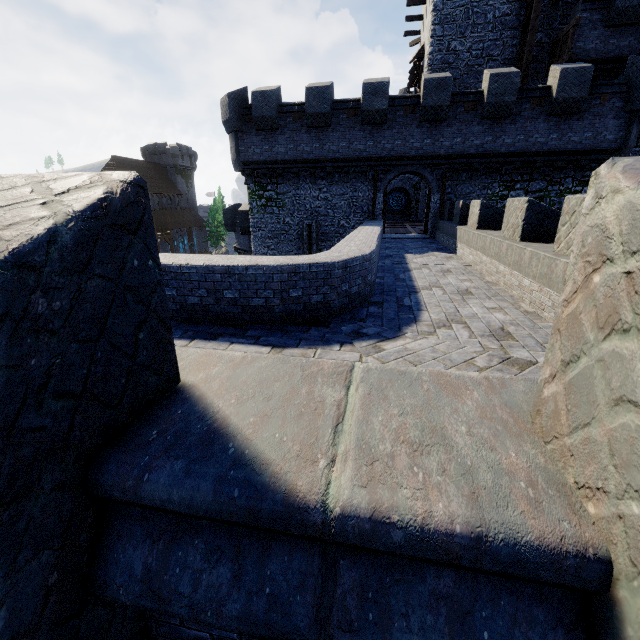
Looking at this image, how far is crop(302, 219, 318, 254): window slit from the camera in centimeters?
1986cm

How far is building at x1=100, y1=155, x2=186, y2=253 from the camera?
50.9 meters

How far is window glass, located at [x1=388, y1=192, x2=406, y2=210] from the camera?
35.91m

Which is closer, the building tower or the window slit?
the building tower

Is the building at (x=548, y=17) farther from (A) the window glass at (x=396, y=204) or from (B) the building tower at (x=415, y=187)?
(A) the window glass at (x=396, y=204)

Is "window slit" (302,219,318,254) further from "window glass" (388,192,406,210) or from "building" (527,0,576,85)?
"window glass" (388,192,406,210)

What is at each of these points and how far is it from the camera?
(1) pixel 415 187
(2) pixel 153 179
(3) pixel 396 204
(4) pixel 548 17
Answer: (1) building tower, 34.3 meters
(2) building, 57.0 meters
(3) window glass, 36.3 meters
(4) building, 18.2 meters

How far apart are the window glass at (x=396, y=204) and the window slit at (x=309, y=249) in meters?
19.6 m
